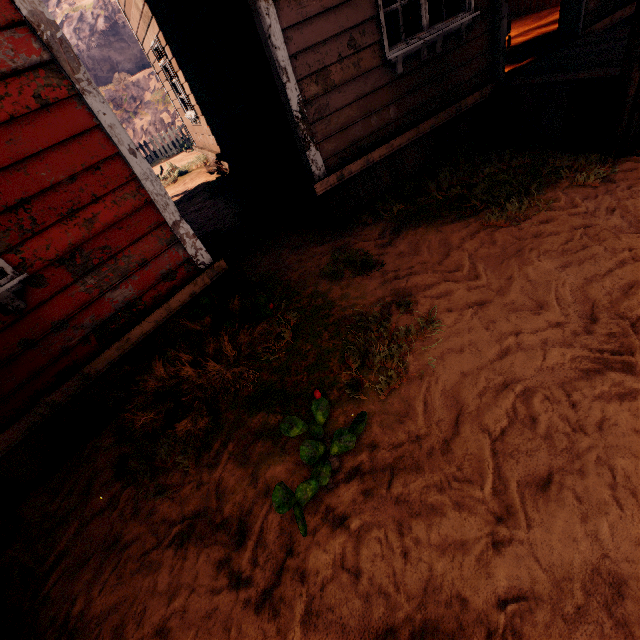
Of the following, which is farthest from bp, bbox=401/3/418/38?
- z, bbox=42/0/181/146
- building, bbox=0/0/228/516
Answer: z, bbox=42/0/181/146

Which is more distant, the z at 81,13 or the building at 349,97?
the z at 81,13

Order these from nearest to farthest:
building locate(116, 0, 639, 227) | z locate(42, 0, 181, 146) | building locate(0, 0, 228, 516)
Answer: building locate(0, 0, 228, 516)
building locate(116, 0, 639, 227)
z locate(42, 0, 181, 146)

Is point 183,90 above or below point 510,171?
above

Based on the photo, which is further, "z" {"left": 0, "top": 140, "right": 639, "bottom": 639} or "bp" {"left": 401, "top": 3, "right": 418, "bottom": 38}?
"bp" {"left": 401, "top": 3, "right": 418, "bottom": 38}

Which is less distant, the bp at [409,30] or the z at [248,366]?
the z at [248,366]

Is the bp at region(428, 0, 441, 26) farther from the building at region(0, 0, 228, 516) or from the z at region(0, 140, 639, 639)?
the z at region(0, 140, 639, 639)
